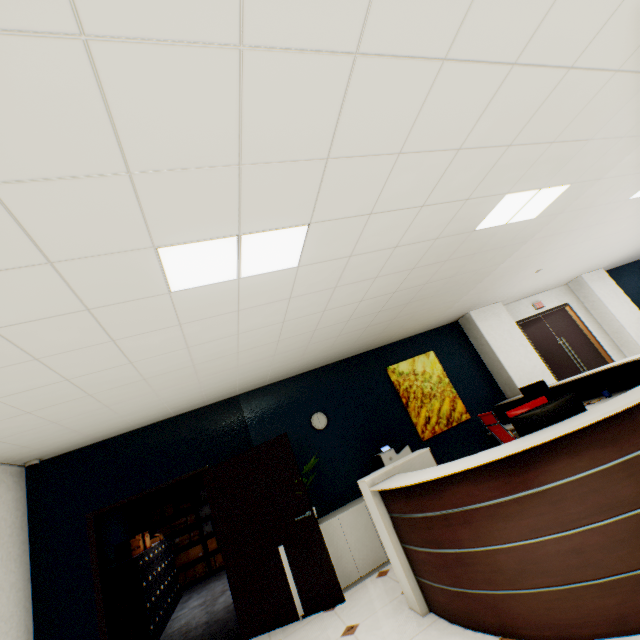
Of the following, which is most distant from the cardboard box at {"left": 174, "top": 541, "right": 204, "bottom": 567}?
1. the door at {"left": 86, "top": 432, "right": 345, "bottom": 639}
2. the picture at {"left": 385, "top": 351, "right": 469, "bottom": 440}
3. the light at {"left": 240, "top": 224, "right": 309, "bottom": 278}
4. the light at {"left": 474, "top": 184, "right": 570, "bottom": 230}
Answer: the light at {"left": 474, "top": 184, "right": 570, "bottom": 230}

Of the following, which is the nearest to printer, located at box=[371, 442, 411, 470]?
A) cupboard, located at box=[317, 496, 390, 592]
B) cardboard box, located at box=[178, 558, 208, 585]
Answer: cupboard, located at box=[317, 496, 390, 592]

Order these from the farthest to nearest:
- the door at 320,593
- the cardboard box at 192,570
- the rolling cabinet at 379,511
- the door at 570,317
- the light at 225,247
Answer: the cardboard box at 192,570 → the door at 570,317 → the door at 320,593 → the rolling cabinet at 379,511 → the light at 225,247

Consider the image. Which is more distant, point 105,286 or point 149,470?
point 149,470

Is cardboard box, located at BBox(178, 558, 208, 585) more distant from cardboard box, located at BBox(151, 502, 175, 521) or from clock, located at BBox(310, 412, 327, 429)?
clock, located at BBox(310, 412, 327, 429)

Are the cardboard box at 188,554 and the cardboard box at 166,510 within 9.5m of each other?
yes

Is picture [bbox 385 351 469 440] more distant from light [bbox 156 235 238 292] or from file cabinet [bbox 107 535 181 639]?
file cabinet [bbox 107 535 181 639]

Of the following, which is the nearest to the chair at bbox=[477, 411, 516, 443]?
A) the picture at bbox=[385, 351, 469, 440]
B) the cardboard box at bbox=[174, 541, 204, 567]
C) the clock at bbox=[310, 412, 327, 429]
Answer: the picture at bbox=[385, 351, 469, 440]
